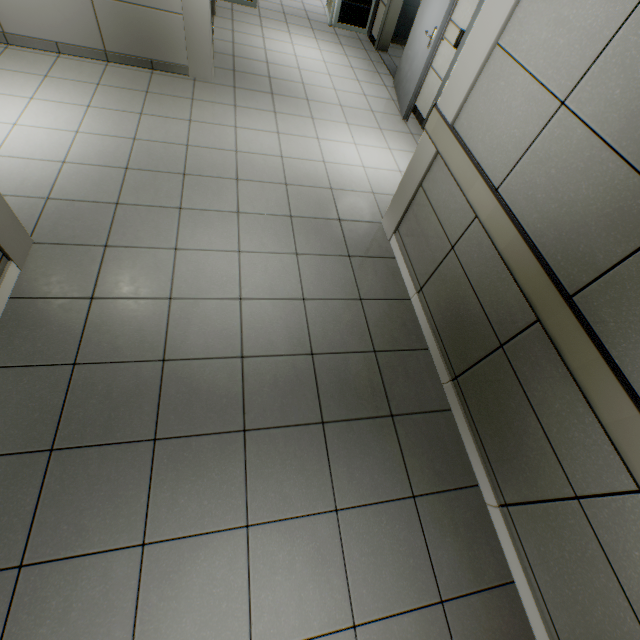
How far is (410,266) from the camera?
2.91m

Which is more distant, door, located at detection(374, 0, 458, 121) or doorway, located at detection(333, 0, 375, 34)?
doorway, located at detection(333, 0, 375, 34)

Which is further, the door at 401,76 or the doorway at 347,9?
the doorway at 347,9
